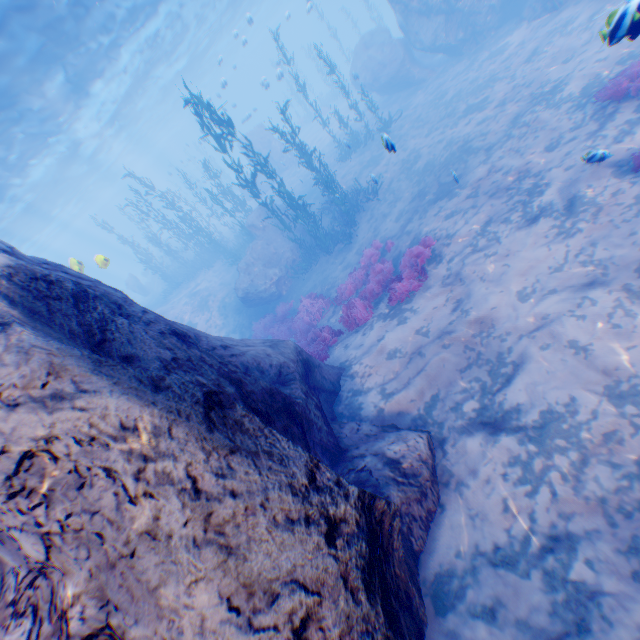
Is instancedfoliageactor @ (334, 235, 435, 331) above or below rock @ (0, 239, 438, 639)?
below

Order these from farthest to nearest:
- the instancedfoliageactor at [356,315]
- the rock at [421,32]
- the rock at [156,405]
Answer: the rock at [421,32]
the instancedfoliageactor at [356,315]
the rock at [156,405]

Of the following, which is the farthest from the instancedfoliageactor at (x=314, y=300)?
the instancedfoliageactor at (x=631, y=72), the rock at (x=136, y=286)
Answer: the rock at (x=136, y=286)

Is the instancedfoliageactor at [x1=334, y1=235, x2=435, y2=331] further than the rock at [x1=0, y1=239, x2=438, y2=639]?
Yes

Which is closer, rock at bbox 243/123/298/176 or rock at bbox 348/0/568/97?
rock at bbox 348/0/568/97

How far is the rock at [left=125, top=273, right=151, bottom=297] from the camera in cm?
3391

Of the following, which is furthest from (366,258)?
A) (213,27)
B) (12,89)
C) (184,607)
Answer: (213,27)
